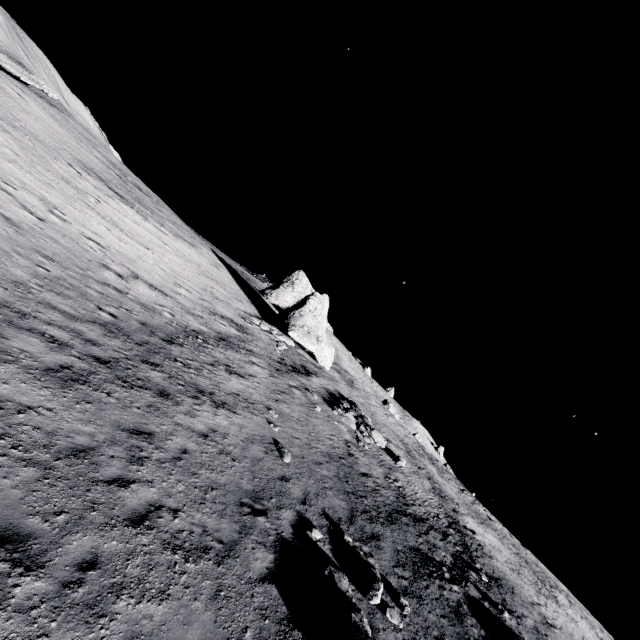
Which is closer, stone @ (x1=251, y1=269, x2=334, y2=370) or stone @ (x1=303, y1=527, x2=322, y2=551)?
stone @ (x1=303, y1=527, x2=322, y2=551)

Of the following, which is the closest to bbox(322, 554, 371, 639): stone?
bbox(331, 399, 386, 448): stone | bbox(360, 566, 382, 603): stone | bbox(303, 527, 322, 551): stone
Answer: bbox(360, 566, 382, 603): stone

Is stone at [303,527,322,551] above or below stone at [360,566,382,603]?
below

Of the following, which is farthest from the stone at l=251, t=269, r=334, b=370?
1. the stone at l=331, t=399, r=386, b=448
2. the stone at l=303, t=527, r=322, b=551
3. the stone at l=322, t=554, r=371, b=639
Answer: the stone at l=322, t=554, r=371, b=639

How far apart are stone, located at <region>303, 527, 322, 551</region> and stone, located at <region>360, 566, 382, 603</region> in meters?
1.5

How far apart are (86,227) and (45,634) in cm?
1954

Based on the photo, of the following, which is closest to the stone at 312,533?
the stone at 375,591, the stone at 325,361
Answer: the stone at 375,591

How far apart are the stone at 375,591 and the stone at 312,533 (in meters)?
1.49
